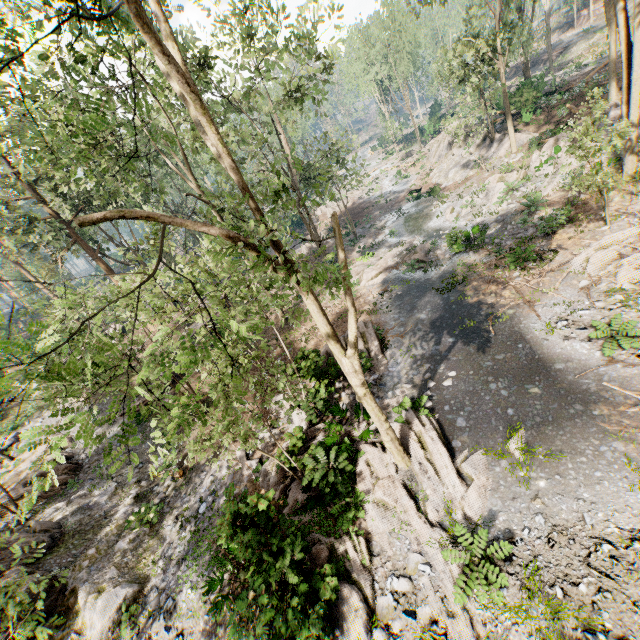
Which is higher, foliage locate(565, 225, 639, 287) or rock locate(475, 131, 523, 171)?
rock locate(475, 131, 523, 171)

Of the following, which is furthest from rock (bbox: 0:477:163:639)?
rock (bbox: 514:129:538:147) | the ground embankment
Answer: the ground embankment

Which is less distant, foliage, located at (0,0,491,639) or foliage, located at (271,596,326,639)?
foliage, located at (0,0,491,639)

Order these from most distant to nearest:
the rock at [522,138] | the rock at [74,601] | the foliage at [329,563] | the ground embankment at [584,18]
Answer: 1. the ground embankment at [584,18]
2. the rock at [522,138]
3. the rock at [74,601]
4. the foliage at [329,563]

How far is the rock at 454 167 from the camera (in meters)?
31.00

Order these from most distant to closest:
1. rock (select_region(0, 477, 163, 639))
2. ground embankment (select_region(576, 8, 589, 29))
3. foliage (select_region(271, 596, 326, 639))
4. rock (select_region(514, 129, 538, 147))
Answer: ground embankment (select_region(576, 8, 589, 29)) < rock (select_region(514, 129, 538, 147)) < rock (select_region(0, 477, 163, 639)) < foliage (select_region(271, 596, 326, 639))

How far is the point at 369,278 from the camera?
23.0m
